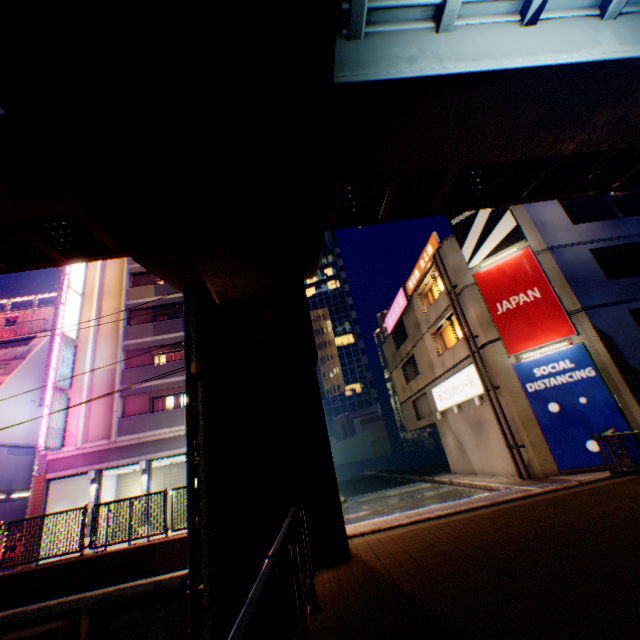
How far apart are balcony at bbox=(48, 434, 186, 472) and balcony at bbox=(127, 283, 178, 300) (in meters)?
9.83

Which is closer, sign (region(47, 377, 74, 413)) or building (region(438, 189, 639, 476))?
building (region(438, 189, 639, 476))

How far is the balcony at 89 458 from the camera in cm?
1892

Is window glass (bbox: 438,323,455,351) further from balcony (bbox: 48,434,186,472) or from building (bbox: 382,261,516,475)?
balcony (bbox: 48,434,186,472)

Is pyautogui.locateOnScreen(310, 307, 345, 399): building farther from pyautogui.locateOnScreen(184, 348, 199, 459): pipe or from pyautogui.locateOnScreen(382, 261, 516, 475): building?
pyautogui.locateOnScreen(184, 348, 199, 459): pipe

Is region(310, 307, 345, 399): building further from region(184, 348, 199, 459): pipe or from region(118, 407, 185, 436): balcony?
region(184, 348, 199, 459): pipe

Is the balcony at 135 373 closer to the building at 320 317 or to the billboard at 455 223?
the billboard at 455 223

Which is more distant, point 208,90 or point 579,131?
point 579,131
